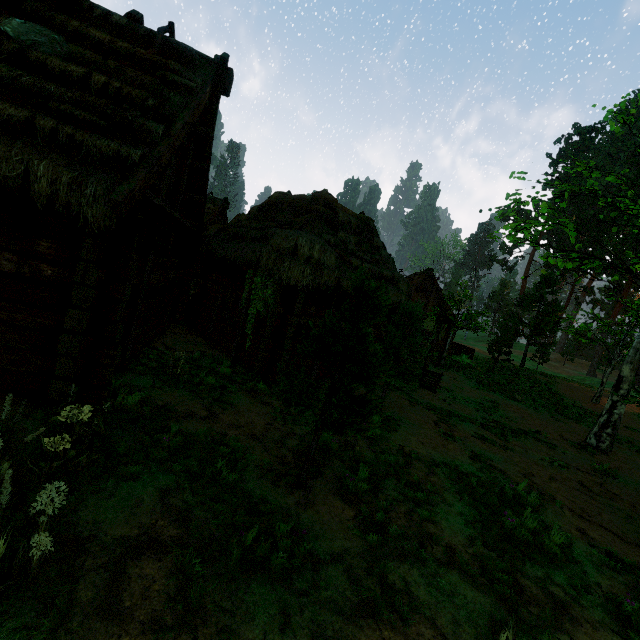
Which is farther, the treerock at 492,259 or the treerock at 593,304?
the treerock at 492,259

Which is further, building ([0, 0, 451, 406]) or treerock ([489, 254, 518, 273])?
treerock ([489, 254, 518, 273])

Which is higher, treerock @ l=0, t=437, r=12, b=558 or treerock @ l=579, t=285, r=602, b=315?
treerock @ l=579, t=285, r=602, b=315

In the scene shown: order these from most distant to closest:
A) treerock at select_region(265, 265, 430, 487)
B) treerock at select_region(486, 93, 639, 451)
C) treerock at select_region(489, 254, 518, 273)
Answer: treerock at select_region(489, 254, 518, 273), treerock at select_region(486, 93, 639, 451), treerock at select_region(265, 265, 430, 487)

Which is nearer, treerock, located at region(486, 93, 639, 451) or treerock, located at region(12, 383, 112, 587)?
treerock, located at region(12, 383, 112, 587)

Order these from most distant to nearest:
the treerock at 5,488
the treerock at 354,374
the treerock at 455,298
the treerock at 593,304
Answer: the treerock at 593,304, the treerock at 455,298, the treerock at 354,374, the treerock at 5,488

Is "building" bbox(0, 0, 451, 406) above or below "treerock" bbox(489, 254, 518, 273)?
below

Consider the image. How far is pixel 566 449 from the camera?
11.79m
